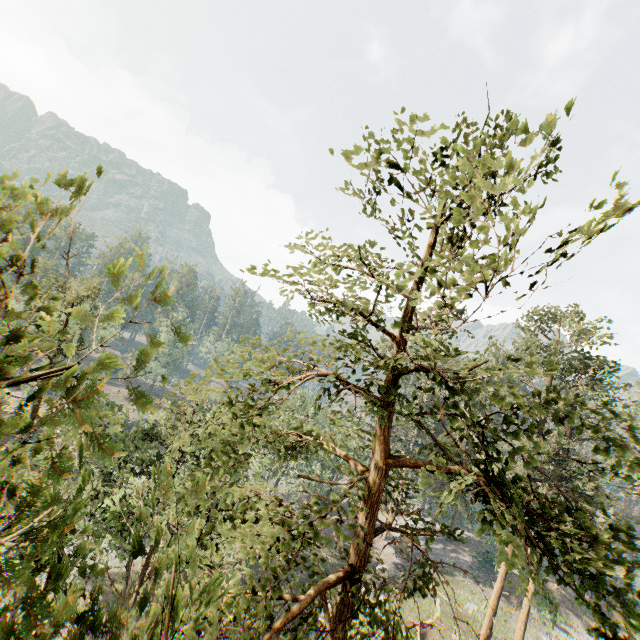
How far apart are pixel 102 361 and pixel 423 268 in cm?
570

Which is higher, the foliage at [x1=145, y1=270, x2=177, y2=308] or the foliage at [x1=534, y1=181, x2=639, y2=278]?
the foliage at [x1=534, y1=181, x2=639, y2=278]

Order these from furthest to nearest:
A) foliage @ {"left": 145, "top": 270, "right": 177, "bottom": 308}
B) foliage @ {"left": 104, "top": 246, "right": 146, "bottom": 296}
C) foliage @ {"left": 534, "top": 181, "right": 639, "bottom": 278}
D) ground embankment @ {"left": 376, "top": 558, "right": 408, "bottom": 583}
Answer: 1. ground embankment @ {"left": 376, "top": 558, "right": 408, "bottom": 583}
2. foliage @ {"left": 534, "top": 181, "right": 639, "bottom": 278}
3. foliage @ {"left": 145, "top": 270, "right": 177, "bottom": 308}
4. foliage @ {"left": 104, "top": 246, "right": 146, "bottom": 296}

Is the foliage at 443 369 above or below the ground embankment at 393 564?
above

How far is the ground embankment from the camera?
36.7 meters

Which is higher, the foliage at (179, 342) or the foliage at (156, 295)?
the foliage at (156, 295)

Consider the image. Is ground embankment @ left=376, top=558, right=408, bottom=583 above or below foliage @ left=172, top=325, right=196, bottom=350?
below
